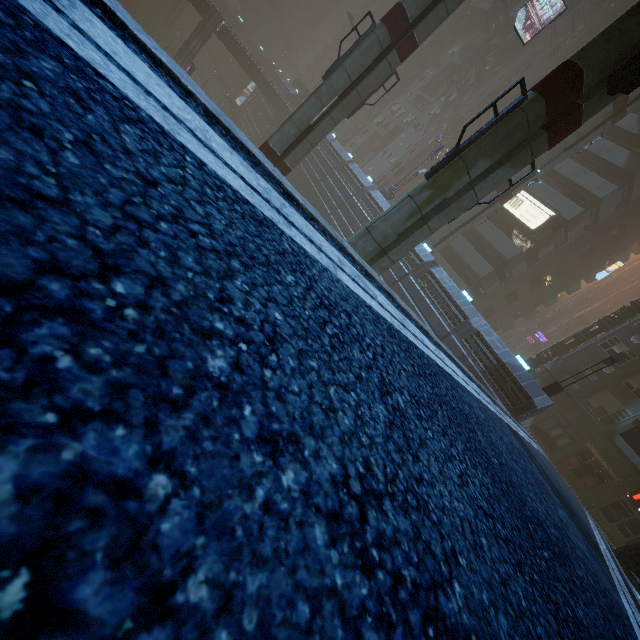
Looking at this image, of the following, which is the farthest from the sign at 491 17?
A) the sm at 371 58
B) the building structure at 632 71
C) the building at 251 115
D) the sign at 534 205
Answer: the building structure at 632 71

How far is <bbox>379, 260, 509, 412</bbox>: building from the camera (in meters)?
19.42

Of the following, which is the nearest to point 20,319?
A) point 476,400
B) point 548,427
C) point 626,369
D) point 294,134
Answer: point 476,400

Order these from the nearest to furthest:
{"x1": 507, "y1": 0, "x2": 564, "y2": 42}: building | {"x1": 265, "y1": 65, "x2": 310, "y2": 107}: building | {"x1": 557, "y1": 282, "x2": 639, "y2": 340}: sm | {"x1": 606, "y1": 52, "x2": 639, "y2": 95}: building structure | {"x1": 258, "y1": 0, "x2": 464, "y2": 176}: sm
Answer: {"x1": 606, "y1": 52, "x2": 639, "y2": 95}: building structure, {"x1": 258, "y1": 0, "x2": 464, "y2": 176}: sm, {"x1": 507, "y1": 0, "x2": 564, "y2": 42}: building, {"x1": 265, "y1": 65, "x2": 310, "y2": 107}: building, {"x1": 557, "y1": 282, "x2": 639, "y2": 340}: sm

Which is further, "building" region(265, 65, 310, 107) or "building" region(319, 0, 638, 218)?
"building" region(265, 65, 310, 107)

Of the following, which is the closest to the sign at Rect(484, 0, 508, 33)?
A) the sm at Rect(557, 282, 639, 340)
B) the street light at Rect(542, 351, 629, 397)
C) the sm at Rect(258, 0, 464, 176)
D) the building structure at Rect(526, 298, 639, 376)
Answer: the sm at Rect(258, 0, 464, 176)

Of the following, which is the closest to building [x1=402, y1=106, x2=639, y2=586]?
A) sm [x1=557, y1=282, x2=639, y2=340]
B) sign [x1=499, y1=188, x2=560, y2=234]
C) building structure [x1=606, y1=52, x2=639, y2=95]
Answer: sign [x1=499, y1=188, x2=560, y2=234]

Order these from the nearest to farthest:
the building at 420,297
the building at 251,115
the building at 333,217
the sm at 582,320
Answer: the building at 420,297
the building at 333,217
the building at 251,115
the sm at 582,320
